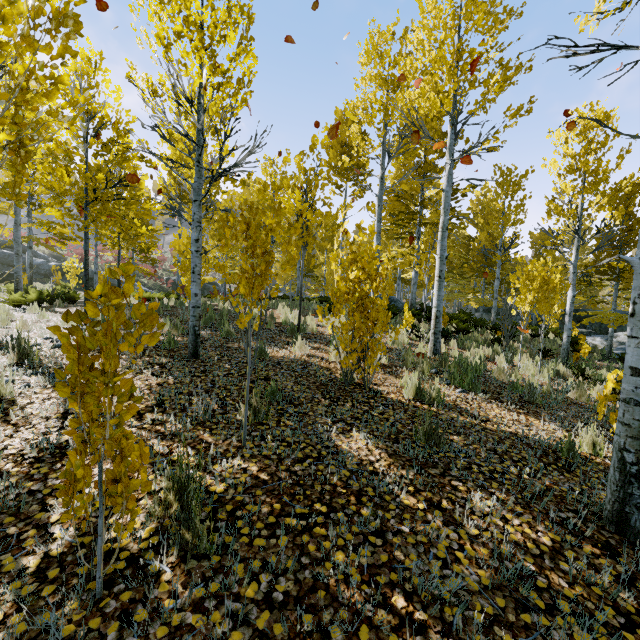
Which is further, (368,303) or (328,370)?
(328,370)

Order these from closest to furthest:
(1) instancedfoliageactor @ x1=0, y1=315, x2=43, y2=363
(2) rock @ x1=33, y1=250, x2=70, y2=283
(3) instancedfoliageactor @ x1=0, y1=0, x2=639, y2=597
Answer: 1. (3) instancedfoliageactor @ x1=0, y1=0, x2=639, y2=597
2. (1) instancedfoliageactor @ x1=0, y1=315, x2=43, y2=363
3. (2) rock @ x1=33, y1=250, x2=70, y2=283

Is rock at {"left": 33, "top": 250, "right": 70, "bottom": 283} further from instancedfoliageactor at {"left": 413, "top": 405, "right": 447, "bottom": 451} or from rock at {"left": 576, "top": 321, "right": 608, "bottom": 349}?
rock at {"left": 576, "top": 321, "right": 608, "bottom": 349}

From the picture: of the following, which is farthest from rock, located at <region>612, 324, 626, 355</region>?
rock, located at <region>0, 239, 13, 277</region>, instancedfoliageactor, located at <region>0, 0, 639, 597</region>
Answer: rock, located at <region>0, 239, 13, 277</region>

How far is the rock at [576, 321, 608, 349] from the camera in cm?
1416

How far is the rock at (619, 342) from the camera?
13.0 meters

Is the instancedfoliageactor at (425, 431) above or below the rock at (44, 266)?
below
